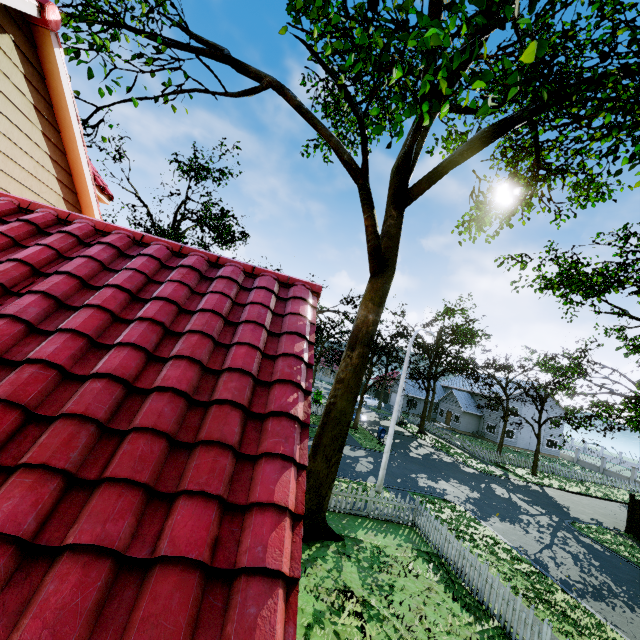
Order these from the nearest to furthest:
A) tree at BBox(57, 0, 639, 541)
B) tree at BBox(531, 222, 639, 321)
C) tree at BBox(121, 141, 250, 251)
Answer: tree at BBox(57, 0, 639, 541)
tree at BBox(531, 222, 639, 321)
tree at BBox(121, 141, 250, 251)

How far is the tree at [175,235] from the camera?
23.02m

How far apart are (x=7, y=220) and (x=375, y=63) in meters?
16.4

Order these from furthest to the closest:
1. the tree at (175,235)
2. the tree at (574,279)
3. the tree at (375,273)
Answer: the tree at (175,235) → the tree at (574,279) → the tree at (375,273)

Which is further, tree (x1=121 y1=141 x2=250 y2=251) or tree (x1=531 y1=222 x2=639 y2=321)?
tree (x1=121 y1=141 x2=250 y2=251)

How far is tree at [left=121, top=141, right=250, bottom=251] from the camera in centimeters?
2302cm
